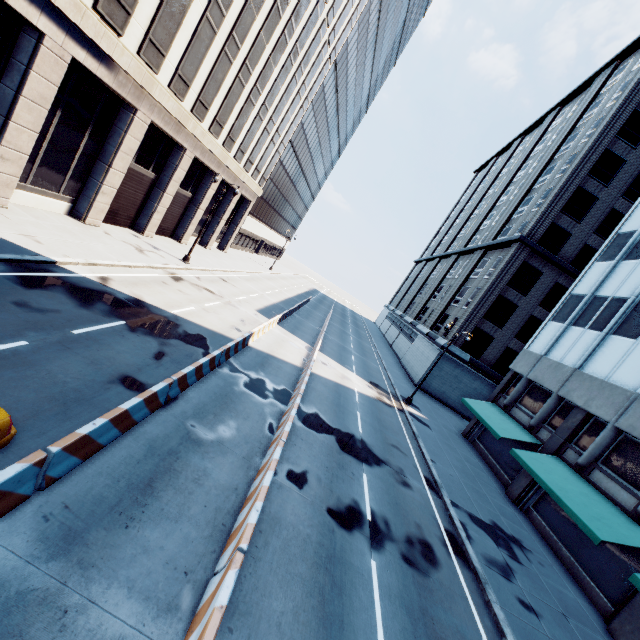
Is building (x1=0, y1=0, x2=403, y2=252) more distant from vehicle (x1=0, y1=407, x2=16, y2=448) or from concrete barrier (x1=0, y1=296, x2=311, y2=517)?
concrete barrier (x1=0, y1=296, x2=311, y2=517)

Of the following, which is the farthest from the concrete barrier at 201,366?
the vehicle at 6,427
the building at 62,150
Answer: the building at 62,150

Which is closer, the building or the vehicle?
the vehicle

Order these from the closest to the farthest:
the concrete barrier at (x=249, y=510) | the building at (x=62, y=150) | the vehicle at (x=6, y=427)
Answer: the concrete barrier at (x=249, y=510), the vehicle at (x=6, y=427), the building at (x=62, y=150)

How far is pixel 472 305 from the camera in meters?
34.7 m

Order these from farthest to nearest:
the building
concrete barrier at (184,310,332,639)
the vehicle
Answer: the building < the vehicle < concrete barrier at (184,310,332,639)

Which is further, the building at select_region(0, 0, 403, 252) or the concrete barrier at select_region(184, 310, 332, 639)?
the building at select_region(0, 0, 403, 252)
